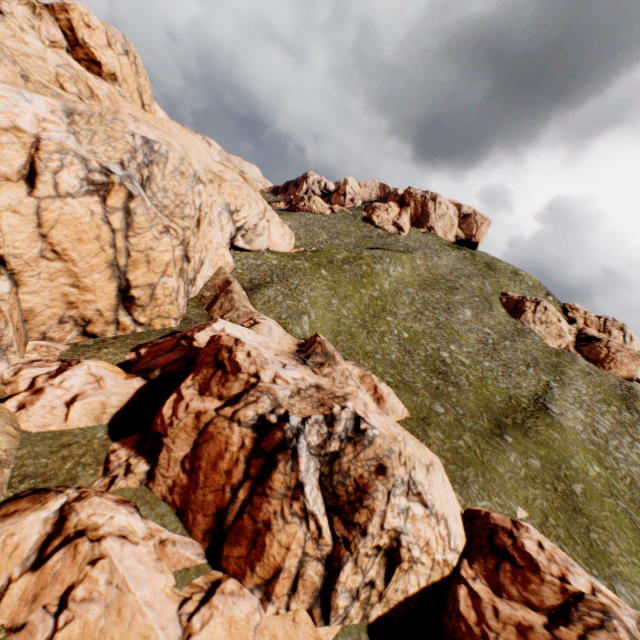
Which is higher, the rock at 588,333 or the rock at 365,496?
the rock at 588,333

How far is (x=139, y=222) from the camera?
22.4 meters

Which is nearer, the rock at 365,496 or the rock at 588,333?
the rock at 365,496

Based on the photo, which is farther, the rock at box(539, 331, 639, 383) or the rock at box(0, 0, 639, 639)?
the rock at box(539, 331, 639, 383)

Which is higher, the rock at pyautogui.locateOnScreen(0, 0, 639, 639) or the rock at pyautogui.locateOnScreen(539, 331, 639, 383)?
the rock at pyautogui.locateOnScreen(539, 331, 639, 383)
